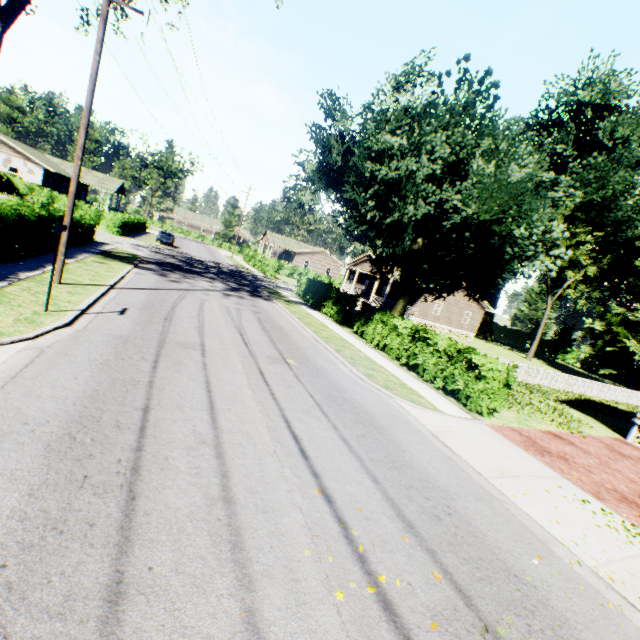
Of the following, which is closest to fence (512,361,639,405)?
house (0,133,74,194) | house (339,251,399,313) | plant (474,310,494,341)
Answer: house (339,251,399,313)

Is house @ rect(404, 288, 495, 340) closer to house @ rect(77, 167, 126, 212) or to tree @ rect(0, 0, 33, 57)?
tree @ rect(0, 0, 33, 57)

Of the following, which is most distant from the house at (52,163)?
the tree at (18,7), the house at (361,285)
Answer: the house at (361,285)

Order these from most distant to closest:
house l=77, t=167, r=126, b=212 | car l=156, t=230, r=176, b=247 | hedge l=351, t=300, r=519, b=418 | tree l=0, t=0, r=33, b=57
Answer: house l=77, t=167, r=126, b=212 → car l=156, t=230, r=176, b=247 → tree l=0, t=0, r=33, b=57 → hedge l=351, t=300, r=519, b=418

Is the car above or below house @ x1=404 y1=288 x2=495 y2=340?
below

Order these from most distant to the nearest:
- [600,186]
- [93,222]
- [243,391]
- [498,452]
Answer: [600,186] < [93,222] < [498,452] < [243,391]

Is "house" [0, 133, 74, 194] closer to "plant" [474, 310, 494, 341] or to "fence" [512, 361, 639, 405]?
"fence" [512, 361, 639, 405]

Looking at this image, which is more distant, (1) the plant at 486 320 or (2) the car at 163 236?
(1) the plant at 486 320
